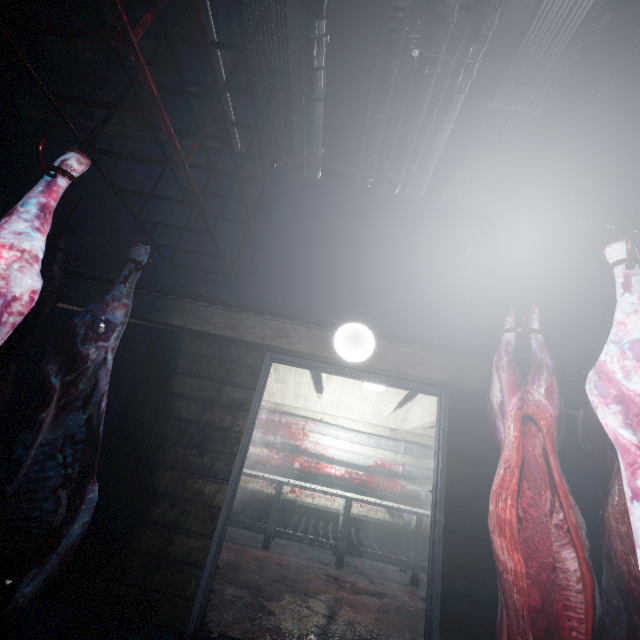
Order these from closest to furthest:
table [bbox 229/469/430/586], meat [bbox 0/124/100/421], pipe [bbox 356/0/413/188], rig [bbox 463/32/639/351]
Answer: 1. meat [bbox 0/124/100/421]
2. rig [bbox 463/32/639/351]
3. pipe [bbox 356/0/413/188]
4. table [bbox 229/469/430/586]

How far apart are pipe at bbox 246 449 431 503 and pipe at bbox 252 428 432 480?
0.1 meters

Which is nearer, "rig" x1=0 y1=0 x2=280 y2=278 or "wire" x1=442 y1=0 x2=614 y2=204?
"rig" x1=0 y1=0 x2=280 y2=278

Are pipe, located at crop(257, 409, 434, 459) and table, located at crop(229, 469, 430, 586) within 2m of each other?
yes

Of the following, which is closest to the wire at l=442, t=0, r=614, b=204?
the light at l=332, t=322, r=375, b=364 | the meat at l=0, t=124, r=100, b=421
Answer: the light at l=332, t=322, r=375, b=364

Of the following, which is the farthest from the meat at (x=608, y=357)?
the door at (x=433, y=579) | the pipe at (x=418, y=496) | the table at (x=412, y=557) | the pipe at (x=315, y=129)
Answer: the pipe at (x=418, y=496)

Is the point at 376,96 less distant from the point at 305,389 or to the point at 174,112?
the point at 174,112

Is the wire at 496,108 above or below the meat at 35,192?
above
